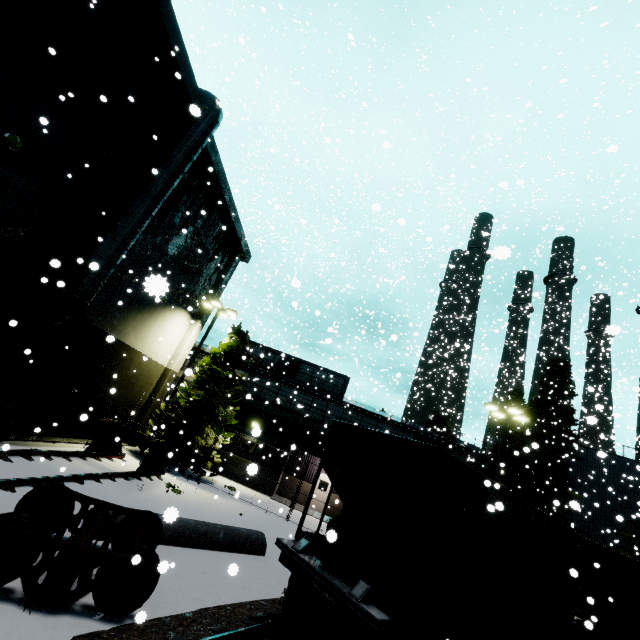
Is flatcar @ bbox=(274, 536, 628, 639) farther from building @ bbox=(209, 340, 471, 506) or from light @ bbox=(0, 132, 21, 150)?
light @ bbox=(0, 132, 21, 150)

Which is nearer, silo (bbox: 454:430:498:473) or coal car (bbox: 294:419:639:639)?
coal car (bbox: 294:419:639:639)

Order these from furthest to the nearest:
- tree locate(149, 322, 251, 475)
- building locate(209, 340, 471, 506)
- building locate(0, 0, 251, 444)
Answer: building locate(209, 340, 471, 506) < tree locate(149, 322, 251, 475) < building locate(0, 0, 251, 444)

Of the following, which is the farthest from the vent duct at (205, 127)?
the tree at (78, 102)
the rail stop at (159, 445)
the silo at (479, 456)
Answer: the silo at (479, 456)

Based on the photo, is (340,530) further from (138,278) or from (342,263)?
(138,278)

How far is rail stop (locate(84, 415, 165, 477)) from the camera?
13.3m

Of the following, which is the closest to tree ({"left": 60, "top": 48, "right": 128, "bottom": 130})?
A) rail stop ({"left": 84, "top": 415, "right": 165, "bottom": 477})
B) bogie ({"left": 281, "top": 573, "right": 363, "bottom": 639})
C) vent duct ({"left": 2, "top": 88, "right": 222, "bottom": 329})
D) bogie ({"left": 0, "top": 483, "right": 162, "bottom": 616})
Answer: vent duct ({"left": 2, "top": 88, "right": 222, "bottom": 329})

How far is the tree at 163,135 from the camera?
12.21m
